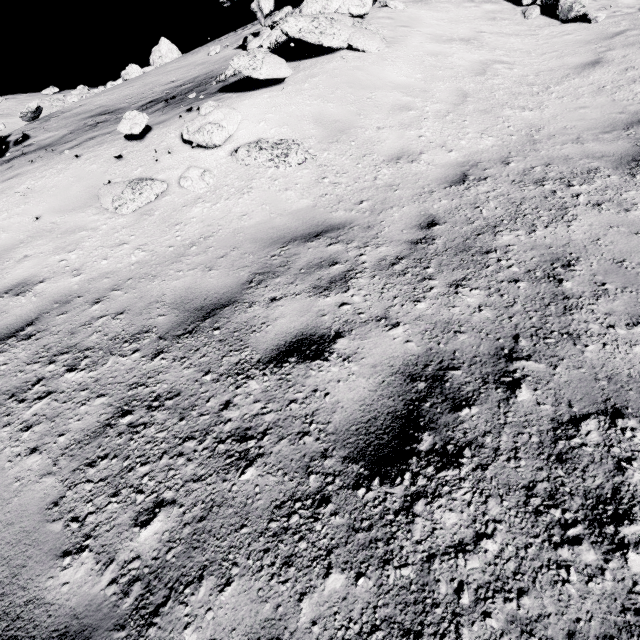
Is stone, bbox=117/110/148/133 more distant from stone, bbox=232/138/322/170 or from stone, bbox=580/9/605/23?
stone, bbox=580/9/605/23

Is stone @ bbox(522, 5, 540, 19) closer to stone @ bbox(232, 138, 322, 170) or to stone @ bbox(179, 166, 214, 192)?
stone @ bbox(232, 138, 322, 170)

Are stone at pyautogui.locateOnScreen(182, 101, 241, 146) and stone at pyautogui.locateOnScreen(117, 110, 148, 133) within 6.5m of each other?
yes

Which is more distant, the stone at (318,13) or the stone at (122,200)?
the stone at (318,13)

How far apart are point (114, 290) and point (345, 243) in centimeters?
277cm

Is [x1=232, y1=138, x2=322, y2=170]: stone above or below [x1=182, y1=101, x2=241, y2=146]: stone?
below

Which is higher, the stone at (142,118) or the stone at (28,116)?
the stone at (28,116)

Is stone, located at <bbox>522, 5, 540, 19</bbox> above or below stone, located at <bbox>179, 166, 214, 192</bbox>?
above
